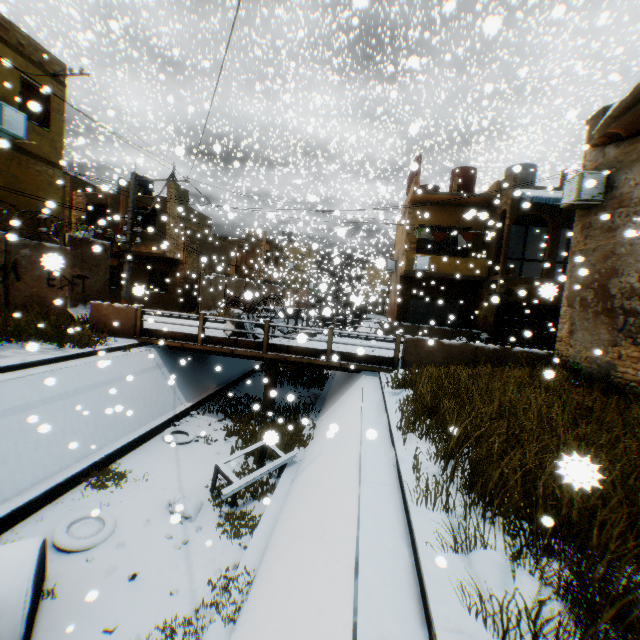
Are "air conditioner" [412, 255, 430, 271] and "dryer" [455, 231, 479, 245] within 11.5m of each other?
yes

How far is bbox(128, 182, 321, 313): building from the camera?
21.2 meters

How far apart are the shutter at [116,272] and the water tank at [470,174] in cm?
2385

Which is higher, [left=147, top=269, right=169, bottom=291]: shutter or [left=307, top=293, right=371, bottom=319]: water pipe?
[left=147, top=269, right=169, bottom=291]: shutter

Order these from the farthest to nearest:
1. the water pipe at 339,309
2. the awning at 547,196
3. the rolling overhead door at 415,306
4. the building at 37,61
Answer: the rolling overhead door at 415,306
the water pipe at 339,309
the awning at 547,196
the building at 37,61

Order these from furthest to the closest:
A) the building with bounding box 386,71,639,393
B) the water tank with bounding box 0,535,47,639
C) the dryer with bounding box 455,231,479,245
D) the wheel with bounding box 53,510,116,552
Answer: the dryer with bounding box 455,231,479,245 → the building with bounding box 386,71,639,393 → the wheel with bounding box 53,510,116,552 → the water tank with bounding box 0,535,47,639

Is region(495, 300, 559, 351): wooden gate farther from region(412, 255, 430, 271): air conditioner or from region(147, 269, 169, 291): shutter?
region(147, 269, 169, 291): shutter

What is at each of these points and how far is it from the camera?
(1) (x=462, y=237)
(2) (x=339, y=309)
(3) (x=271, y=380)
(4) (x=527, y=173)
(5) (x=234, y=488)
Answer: (1) dryer, 19.3 meters
(2) water pipe, 44.8 meters
(3) bridge, 12.9 meters
(4) water tank, 18.1 meters
(5) steel platform, 7.0 meters
